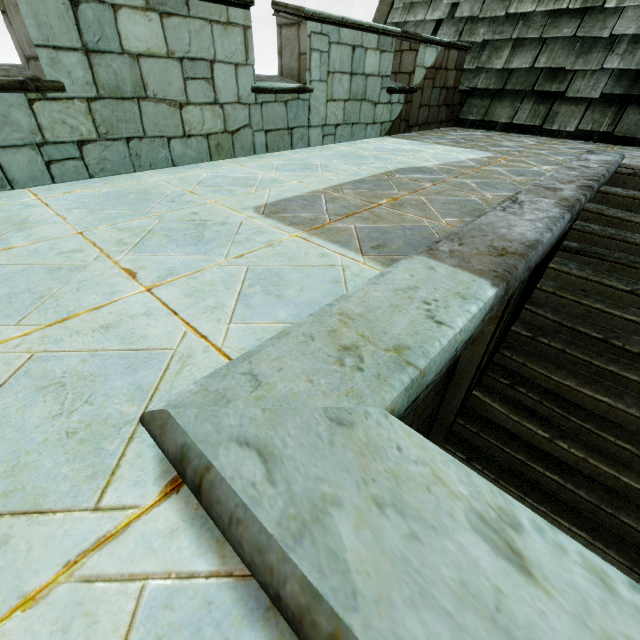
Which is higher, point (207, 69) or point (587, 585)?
point (207, 69)
